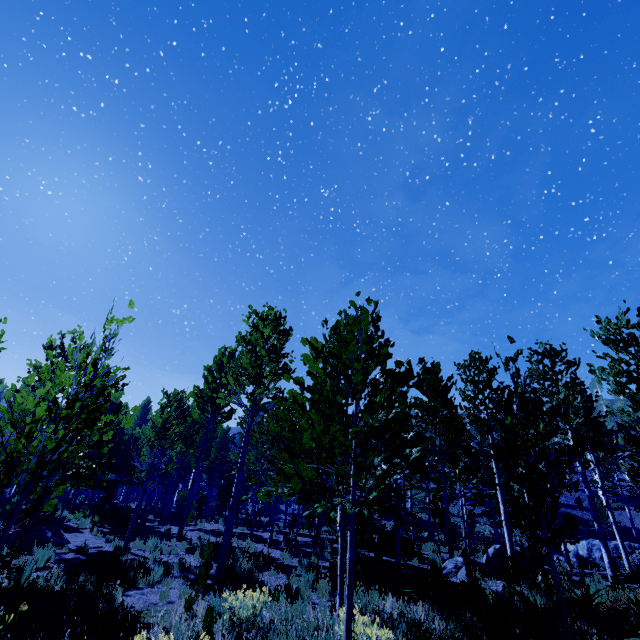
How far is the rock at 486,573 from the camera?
10.8 meters

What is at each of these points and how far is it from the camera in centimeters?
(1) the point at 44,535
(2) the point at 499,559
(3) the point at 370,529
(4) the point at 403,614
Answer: (1) rock, 1309cm
(2) rock, 1273cm
(3) instancedfoliageactor, 1362cm
(4) instancedfoliageactor, 580cm

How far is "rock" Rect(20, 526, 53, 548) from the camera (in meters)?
12.60

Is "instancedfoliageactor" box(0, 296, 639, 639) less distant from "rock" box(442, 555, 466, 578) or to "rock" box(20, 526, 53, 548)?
"rock" box(442, 555, 466, 578)

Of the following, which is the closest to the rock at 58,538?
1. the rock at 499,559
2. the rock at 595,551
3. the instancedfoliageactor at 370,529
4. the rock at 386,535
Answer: the instancedfoliageactor at 370,529

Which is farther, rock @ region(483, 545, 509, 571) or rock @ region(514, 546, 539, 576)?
rock @ region(483, 545, 509, 571)

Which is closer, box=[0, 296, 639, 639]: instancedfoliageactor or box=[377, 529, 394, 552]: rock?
box=[0, 296, 639, 639]: instancedfoliageactor

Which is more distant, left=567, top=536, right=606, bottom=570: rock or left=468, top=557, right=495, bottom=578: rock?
left=567, top=536, right=606, bottom=570: rock
